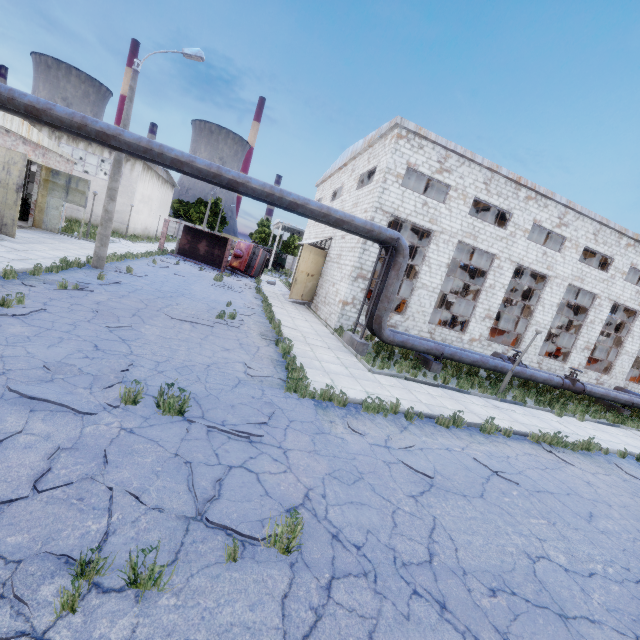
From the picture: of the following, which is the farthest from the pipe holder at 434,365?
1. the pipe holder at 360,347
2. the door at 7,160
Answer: the door at 7,160

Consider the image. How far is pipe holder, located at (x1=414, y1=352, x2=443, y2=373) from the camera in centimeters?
1479cm

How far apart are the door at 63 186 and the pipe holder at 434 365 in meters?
22.0 m

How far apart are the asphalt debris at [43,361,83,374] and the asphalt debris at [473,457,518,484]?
8.2m

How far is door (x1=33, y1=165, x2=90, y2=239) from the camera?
19.9 meters

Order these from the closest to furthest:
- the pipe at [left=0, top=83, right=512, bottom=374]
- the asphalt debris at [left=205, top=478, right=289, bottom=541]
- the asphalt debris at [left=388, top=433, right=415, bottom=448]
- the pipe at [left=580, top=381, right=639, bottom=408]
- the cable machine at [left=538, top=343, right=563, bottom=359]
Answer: the asphalt debris at [left=205, top=478, right=289, bottom=541]
the asphalt debris at [left=388, top=433, right=415, bottom=448]
the pipe at [left=0, top=83, right=512, bottom=374]
the pipe at [left=580, top=381, right=639, bottom=408]
the cable machine at [left=538, top=343, right=563, bottom=359]

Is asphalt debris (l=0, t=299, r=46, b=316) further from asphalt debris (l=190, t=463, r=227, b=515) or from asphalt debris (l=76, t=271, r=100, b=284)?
asphalt debris (l=76, t=271, r=100, b=284)

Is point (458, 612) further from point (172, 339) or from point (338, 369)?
point (172, 339)
